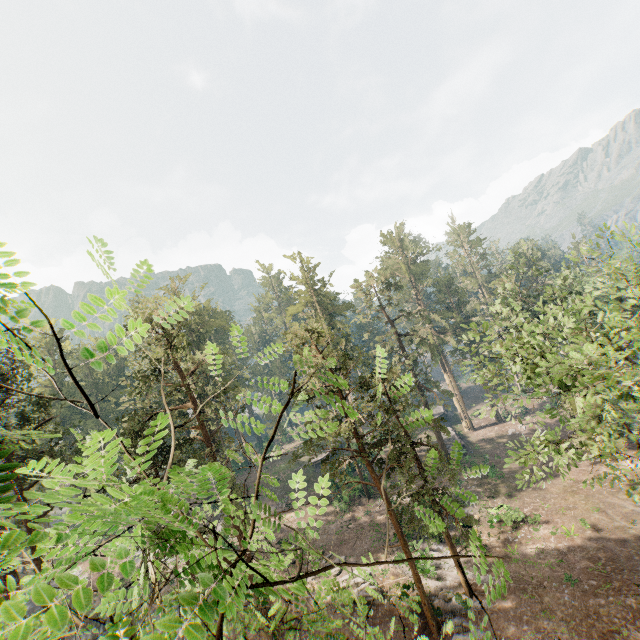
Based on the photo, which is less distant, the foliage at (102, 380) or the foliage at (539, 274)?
the foliage at (102, 380)

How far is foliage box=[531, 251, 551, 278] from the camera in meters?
29.7 m

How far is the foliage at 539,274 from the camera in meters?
29.7

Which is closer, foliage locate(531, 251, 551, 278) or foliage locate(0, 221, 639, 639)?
foliage locate(0, 221, 639, 639)

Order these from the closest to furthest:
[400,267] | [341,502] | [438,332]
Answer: [341,502] → [438,332] → [400,267]
